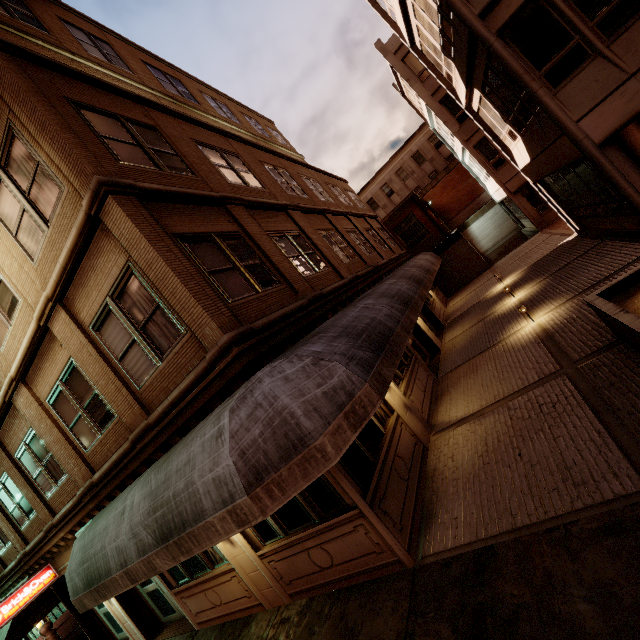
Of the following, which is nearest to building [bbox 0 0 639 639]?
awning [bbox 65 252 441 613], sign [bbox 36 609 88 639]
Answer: awning [bbox 65 252 441 613]

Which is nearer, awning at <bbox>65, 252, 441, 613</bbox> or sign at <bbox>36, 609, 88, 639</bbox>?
awning at <bbox>65, 252, 441, 613</bbox>

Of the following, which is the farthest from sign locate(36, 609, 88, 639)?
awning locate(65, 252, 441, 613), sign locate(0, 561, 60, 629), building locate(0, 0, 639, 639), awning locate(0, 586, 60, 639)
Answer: awning locate(0, 586, 60, 639)

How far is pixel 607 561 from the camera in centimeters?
340cm

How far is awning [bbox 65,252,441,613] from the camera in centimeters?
395cm

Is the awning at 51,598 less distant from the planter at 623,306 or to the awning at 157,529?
the awning at 157,529

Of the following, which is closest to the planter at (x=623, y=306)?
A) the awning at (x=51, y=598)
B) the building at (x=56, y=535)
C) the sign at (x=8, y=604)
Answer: the building at (x=56, y=535)

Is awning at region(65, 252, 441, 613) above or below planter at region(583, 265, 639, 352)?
above
